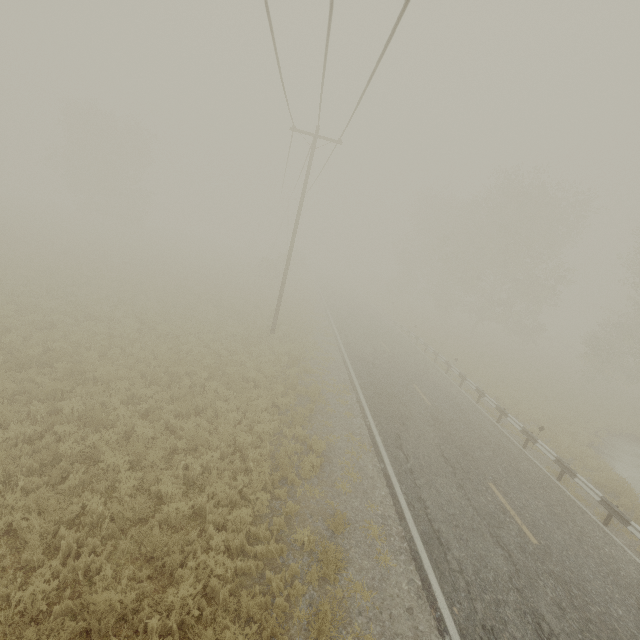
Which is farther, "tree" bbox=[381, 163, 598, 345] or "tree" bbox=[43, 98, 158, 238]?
"tree" bbox=[43, 98, 158, 238]

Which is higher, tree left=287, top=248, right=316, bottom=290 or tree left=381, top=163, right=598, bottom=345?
tree left=381, top=163, right=598, bottom=345

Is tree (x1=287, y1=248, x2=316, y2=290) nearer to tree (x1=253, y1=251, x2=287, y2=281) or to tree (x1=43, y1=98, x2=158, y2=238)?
tree (x1=253, y1=251, x2=287, y2=281)

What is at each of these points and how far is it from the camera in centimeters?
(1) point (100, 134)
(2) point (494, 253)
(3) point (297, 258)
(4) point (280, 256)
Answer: (1) tree, 3775cm
(2) tree, 3145cm
(3) tree, 5881cm
(4) tree, 4581cm

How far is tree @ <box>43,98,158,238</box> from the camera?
37.0m

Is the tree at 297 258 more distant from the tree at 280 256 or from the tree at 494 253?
the tree at 494 253

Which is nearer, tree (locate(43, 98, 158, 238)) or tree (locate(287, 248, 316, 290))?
tree (locate(43, 98, 158, 238))
